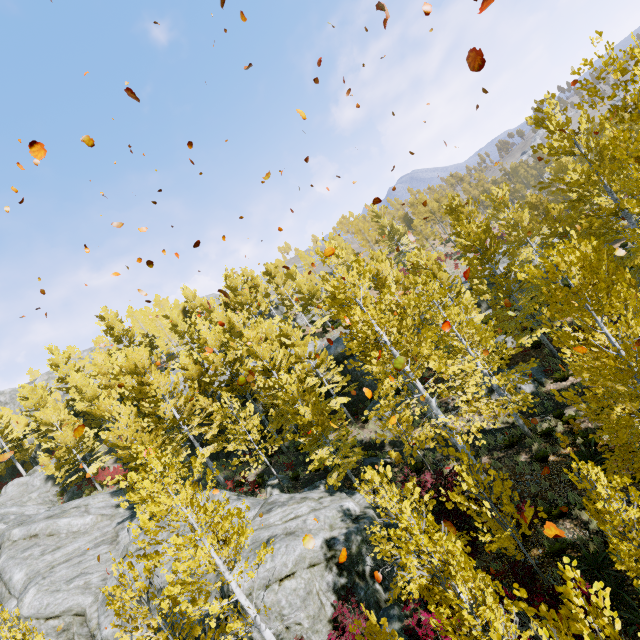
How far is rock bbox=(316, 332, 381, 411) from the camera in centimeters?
2439cm

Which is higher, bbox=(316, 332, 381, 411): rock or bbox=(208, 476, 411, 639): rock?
bbox=(316, 332, 381, 411): rock

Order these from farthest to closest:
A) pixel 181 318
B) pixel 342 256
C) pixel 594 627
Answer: pixel 181 318, pixel 342 256, pixel 594 627

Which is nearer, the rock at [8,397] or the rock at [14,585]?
the rock at [14,585]

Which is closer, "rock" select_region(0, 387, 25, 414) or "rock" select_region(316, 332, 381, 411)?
"rock" select_region(316, 332, 381, 411)

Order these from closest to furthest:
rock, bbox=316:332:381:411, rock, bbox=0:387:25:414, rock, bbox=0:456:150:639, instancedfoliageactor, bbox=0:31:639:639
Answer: instancedfoliageactor, bbox=0:31:639:639
rock, bbox=0:456:150:639
rock, bbox=316:332:381:411
rock, bbox=0:387:25:414
